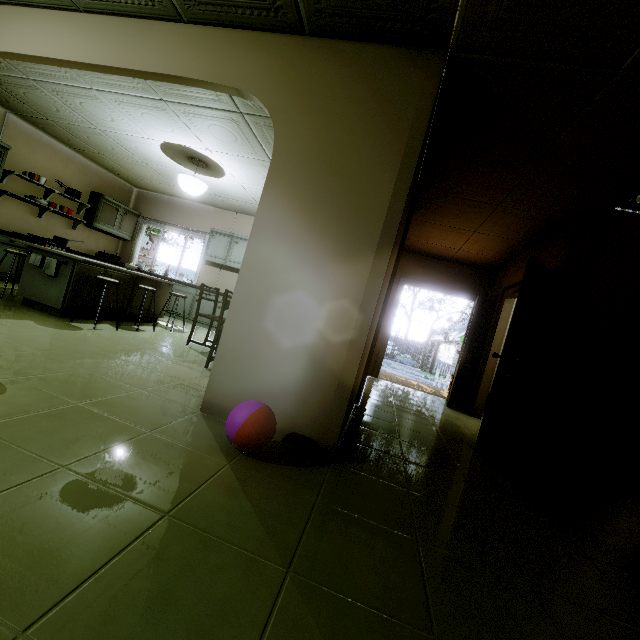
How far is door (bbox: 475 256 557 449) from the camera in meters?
3.4

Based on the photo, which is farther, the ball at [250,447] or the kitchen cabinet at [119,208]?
the kitchen cabinet at [119,208]

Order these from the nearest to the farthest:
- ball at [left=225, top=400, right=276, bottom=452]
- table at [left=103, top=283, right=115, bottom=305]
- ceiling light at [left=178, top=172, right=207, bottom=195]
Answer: ball at [left=225, top=400, right=276, bottom=452], table at [left=103, top=283, right=115, bottom=305], ceiling light at [left=178, top=172, right=207, bottom=195]

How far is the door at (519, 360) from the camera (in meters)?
3.35

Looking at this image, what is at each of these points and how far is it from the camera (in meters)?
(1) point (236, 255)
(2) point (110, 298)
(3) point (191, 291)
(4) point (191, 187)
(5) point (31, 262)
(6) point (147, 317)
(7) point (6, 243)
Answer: (1) kitchen cabinet, 7.26
(2) table, 4.59
(3) kitchen cabinet, 7.21
(4) ceiling light, 5.09
(5) table, 3.97
(6) table, 5.53
(7) kitchen cabinet, 5.48

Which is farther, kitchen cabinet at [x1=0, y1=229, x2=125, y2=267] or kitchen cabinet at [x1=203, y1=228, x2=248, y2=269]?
kitchen cabinet at [x1=203, y1=228, x2=248, y2=269]

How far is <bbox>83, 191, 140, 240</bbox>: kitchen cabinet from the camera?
7.1 meters

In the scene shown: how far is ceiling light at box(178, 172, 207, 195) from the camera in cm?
502
